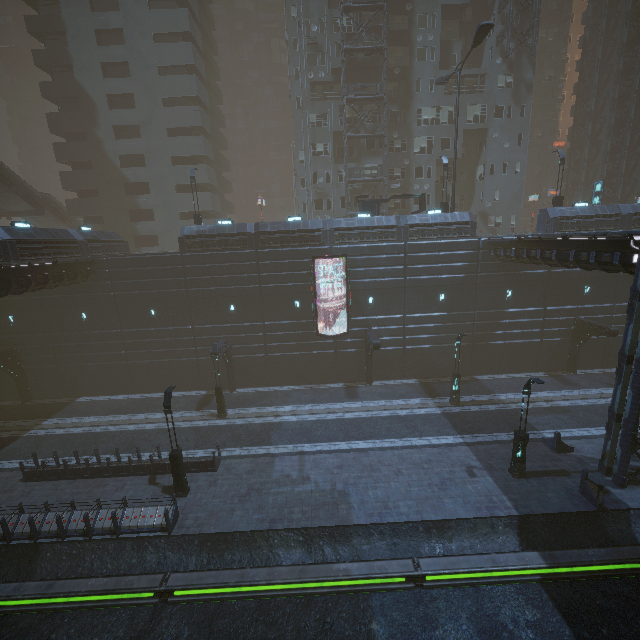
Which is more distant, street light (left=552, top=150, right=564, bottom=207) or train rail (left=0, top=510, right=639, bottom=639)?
street light (left=552, top=150, right=564, bottom=207)

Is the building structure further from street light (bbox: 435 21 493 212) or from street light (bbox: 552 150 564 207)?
street light (bbox: 552 150 564 207)

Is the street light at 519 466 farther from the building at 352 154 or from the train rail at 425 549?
the building at 352 154

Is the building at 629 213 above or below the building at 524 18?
below

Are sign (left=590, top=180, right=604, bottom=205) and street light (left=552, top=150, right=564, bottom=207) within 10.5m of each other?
no

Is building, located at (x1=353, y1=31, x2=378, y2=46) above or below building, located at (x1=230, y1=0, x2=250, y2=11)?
below

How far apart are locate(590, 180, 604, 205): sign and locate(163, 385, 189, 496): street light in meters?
48.0

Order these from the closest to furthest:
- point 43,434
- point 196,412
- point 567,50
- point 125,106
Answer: point 43,434 < point 196,412 < point 125,106 < point 567,50
